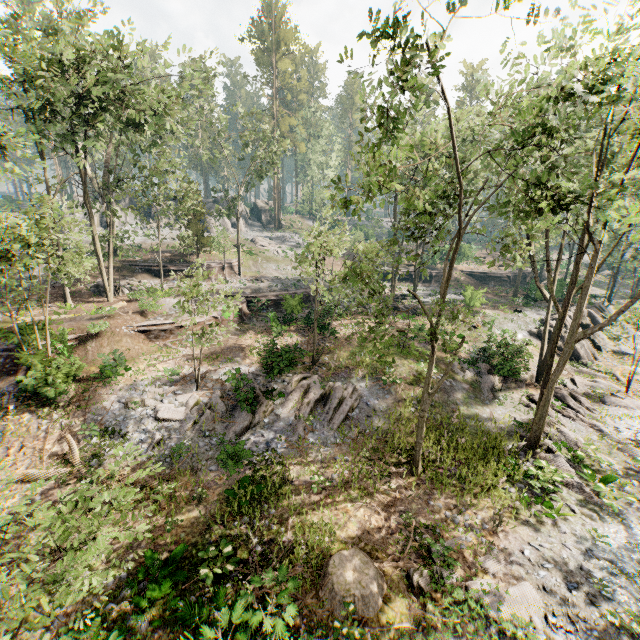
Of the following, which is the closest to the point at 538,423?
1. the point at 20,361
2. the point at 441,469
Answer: the point at 441,469

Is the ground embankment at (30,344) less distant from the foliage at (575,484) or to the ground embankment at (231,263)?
the foliage at (575,484)

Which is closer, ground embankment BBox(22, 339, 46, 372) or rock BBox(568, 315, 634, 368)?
ground embankment BBox(22, 339, 46, 372)

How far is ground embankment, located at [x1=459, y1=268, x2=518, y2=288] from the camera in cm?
4575

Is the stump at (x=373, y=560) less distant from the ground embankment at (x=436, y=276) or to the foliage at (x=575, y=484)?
the foliage at (x=575, y=484)

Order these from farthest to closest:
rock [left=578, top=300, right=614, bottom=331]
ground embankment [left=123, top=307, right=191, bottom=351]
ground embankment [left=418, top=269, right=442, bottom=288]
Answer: ground embankment [left=418, top=269, right=442, bottom=288]
rock [left=578, top=300, right=614, bottom=331]
ground embankment [left=123, top=307, right=191, bottom=351]

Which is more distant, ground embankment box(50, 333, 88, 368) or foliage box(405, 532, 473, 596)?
ground embankment box(50, 333, 88, 368)
